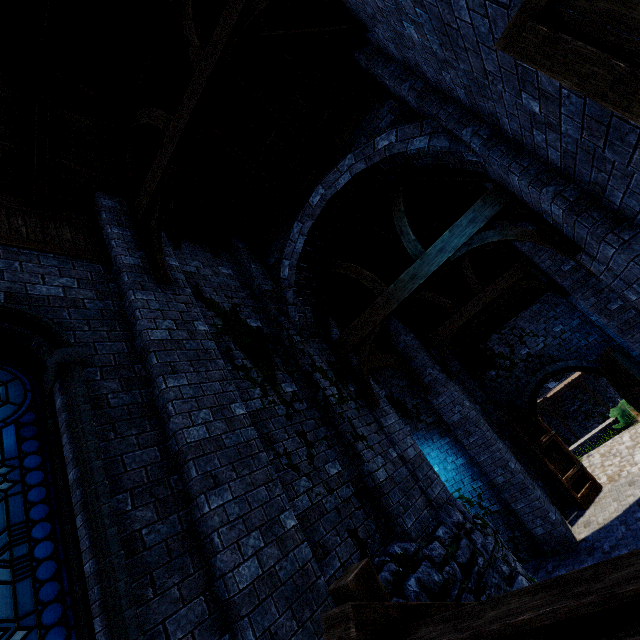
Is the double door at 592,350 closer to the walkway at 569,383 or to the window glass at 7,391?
the window glass at 7,391

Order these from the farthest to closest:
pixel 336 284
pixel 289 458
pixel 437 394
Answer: pixel 437 394 < pixel 336 284 < pixel 289 458

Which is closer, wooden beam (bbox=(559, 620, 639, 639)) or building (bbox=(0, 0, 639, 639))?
wooden beam (bbox=(559, 620, 639, 639))

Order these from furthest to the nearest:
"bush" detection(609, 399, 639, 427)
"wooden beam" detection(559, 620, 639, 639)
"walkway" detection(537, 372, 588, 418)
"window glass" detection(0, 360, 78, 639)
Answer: "walkway" detection(537, 372, 588, 418) → "bush" detection(609, 399, 639, 427) → "window glass" detection(0, 360, 78, 639) → "wooden beam" detection(559, 620, 639, 639)

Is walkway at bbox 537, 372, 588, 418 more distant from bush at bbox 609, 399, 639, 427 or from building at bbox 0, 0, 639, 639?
building at bbox 0, 0, 639, 639

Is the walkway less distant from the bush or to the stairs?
the bush

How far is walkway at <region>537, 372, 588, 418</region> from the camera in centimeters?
Answer: 2591cm

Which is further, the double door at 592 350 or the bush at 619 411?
the bush at 619 411
